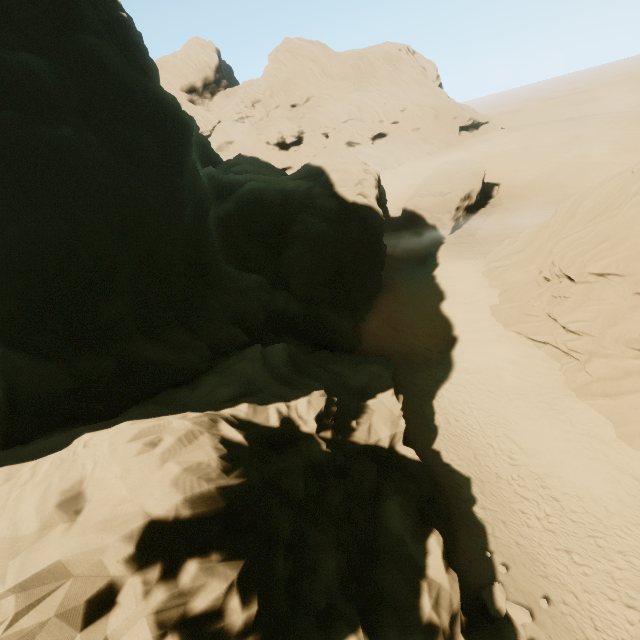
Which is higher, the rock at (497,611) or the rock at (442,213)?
the rock at (442,213)

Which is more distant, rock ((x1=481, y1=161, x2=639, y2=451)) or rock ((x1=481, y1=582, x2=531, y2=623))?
rock ((x1=481, y1=161, x2=639, y2=451))

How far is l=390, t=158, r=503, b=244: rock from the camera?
35.6m

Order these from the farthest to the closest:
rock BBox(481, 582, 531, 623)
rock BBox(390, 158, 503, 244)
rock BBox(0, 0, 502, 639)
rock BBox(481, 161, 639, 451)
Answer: rock BBox(390, 158, 503, 244), rock BBox(481, 161, 639, 451), rock BBox(481, 582, 531, 623), rock BBox(0, 0, 502, 639)

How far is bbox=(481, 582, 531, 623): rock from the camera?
11.0m

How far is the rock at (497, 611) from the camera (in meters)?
10.99

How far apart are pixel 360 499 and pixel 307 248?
18.4m

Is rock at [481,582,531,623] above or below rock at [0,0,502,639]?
below
